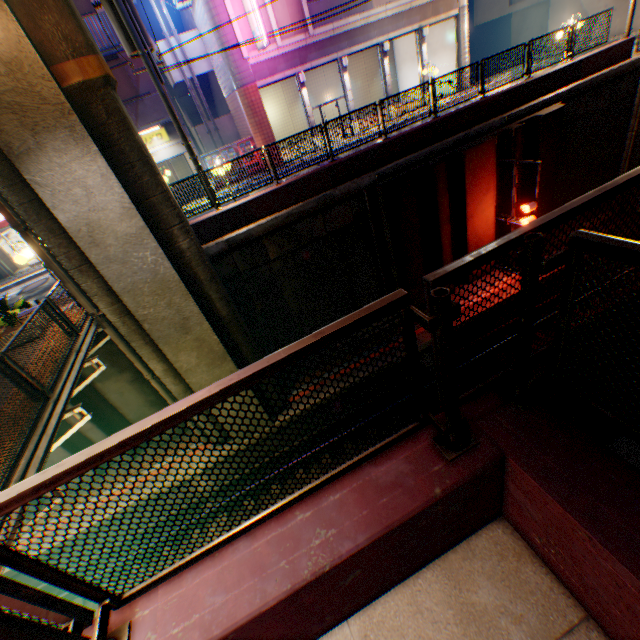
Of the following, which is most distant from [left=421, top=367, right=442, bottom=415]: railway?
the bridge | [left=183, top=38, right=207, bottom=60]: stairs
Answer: [left=183, top=38, right=207, bottom=60]: stairs

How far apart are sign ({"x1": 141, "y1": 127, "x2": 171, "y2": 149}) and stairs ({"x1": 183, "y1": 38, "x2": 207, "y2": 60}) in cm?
555

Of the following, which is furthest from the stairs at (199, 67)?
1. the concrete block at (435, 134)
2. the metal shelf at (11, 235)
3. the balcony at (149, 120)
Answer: the concrete block at (435, 134)

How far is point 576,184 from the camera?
16.2 meters

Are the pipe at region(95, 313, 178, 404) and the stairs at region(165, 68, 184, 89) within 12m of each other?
no

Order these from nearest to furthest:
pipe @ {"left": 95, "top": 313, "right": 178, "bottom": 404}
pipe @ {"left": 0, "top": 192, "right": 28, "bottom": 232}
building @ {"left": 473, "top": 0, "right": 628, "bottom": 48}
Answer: pipe @ {"left": 0, "top": 192, "right": 28, "bottom": 232} → pipe @ {"left": 95, "top": 313, "right": 178, "bottom": 404} → building @ {"left": 473, "top": 0, "right": 628, "bottom": 48}

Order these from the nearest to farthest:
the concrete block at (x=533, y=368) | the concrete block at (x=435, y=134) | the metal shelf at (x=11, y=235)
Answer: the concrete block at (x=533, y=368), the concrete block at (x=435, y=134), the metal shelf at (x=11, y=235)

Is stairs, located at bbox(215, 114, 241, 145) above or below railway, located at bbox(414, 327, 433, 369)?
above
